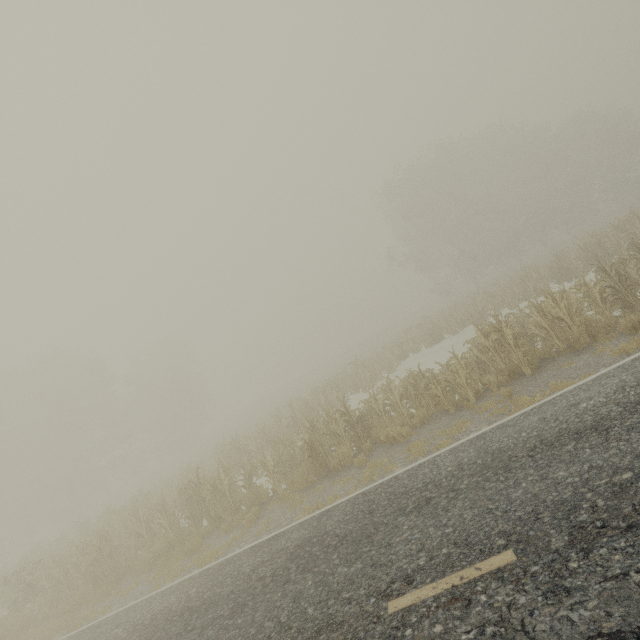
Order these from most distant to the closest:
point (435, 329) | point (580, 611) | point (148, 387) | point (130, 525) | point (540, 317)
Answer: point (148, 387)
point (435, 329)
point (130, 525)
point (540, 317)
point (580, 611)
